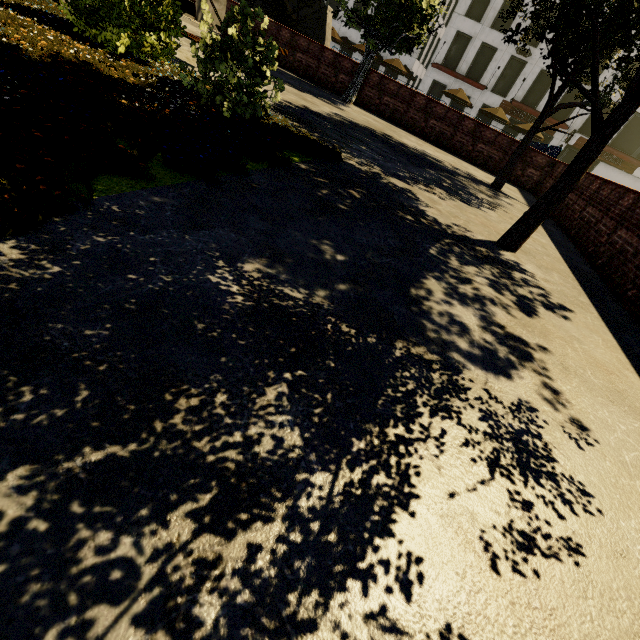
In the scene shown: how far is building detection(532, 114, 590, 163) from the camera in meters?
30.1

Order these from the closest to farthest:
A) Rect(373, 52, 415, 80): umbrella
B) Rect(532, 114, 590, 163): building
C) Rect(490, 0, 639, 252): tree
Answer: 1. Rect(490, 0, 639, 252): tree
2. Rect(373, 52, 415, 80): umbrella
3. Rect(532, 114, 590, 163): building

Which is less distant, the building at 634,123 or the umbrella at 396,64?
the umbrella at 396,64

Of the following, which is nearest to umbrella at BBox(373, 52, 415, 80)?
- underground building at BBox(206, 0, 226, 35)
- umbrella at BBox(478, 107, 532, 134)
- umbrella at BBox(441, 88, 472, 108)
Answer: umbrella at BBox(441, 88, 472, 108)

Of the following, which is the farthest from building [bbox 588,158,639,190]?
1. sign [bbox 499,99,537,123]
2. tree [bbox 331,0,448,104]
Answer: tree [bbox 331,0,448,104]

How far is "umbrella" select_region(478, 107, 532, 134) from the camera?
25.39m

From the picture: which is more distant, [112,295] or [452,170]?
[452,170]

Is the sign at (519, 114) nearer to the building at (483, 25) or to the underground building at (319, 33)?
the building at (483, 25)
